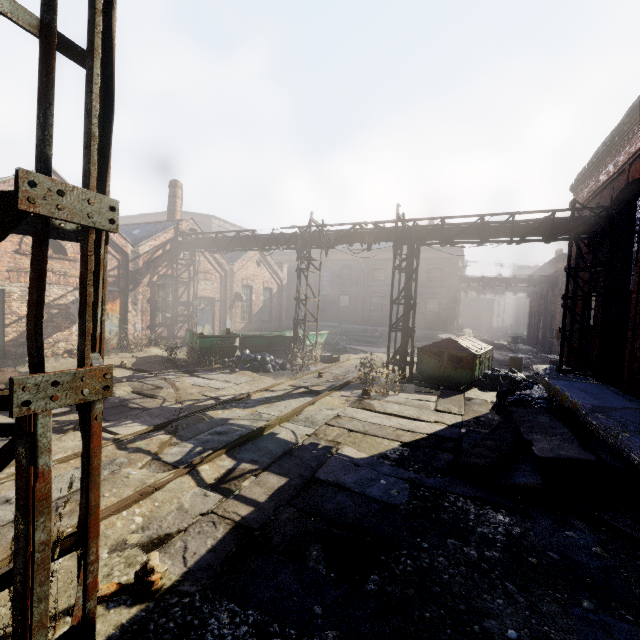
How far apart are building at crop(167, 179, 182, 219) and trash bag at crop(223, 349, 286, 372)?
10.7 meters

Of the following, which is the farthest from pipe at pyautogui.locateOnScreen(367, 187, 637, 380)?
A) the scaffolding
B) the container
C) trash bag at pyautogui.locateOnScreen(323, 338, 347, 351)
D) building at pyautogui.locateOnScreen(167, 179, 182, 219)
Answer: trash bag at pyautogui.locateOnScreen(323, 338, 347, 351)

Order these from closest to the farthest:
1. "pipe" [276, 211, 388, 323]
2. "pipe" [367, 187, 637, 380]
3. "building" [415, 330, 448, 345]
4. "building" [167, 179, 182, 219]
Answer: "pipe" [367, 187, 637, 380] < "pipe" [276, 211, 388, 323] < "building" [167, 179, 182, 219] < "building" [415, 330, 448, 345]

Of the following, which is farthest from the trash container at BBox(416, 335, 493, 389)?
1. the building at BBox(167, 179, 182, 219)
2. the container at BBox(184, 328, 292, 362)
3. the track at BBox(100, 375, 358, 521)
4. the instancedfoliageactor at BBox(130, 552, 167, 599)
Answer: the building at BBox(167, 179, 182, 219)

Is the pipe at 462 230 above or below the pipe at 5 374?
above

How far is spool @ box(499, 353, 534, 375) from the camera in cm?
1587

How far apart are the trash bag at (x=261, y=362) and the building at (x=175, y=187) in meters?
10.7 m

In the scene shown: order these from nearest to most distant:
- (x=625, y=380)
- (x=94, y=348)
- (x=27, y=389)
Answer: (x=27, y=389)
(x=94, y=348)
(x=625, y=380)
